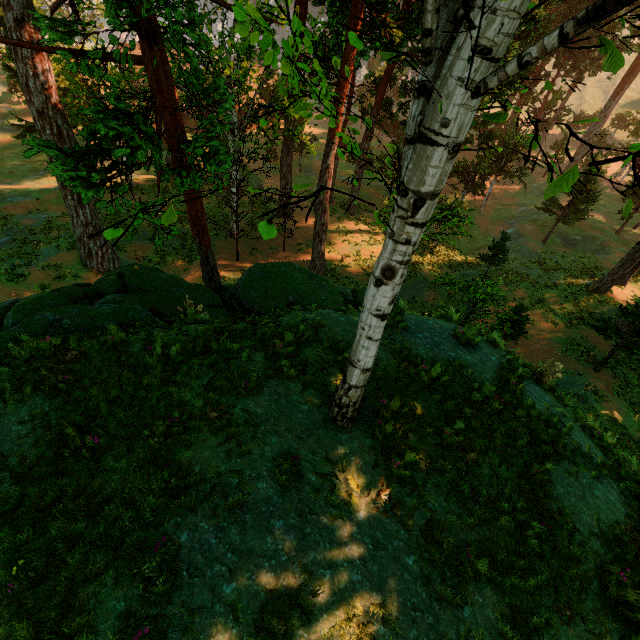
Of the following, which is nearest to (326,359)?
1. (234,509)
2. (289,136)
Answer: (234,509)

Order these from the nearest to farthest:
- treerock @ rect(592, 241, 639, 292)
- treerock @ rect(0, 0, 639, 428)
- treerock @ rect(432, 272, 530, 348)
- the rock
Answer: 1. treerock @ rect(0, 0, 639, 428)
2. the rock
3. treerock @ rect(432, 272, 530, 348)
4. treerock @ rect(592, 241, 639, 292)

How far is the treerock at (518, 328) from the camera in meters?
10.0 m

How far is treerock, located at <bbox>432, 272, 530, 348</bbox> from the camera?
10.0 meters

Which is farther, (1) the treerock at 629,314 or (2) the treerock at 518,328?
(1) the treerock at 629,314

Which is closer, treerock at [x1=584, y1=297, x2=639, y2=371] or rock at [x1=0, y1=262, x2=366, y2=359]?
rock at [x1=0, y1=262, x2=366, y2=359]

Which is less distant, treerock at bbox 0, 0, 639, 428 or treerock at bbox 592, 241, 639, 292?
treerock at bbox 0, 0, 639, 428
